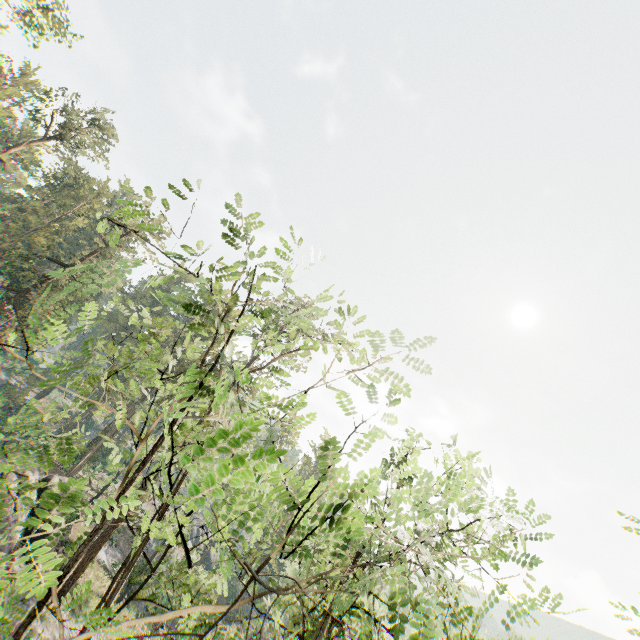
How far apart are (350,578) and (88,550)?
28.6 meters
